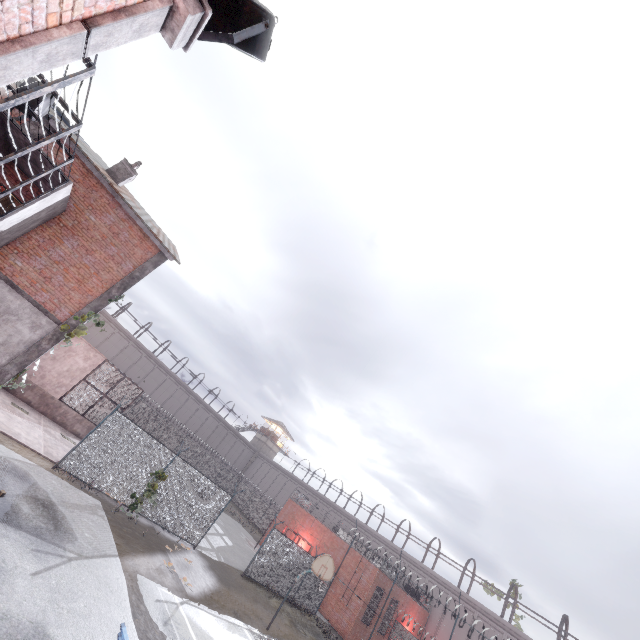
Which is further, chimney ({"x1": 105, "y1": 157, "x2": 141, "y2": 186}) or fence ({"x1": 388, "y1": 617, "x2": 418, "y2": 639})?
fence ({"x1": 388, "y1": 617, "x2": 418, "y2": 639})

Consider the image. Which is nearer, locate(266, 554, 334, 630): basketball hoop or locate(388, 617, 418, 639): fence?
locate(266, 554, 334, 630): basketball hoop

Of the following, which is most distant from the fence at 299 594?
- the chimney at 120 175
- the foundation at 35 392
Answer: the chimney at 120 175

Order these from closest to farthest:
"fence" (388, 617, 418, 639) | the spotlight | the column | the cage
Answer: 1. the spotlight
2. the cage
3. the column
4. "fence" (388, 617, 418, 639)

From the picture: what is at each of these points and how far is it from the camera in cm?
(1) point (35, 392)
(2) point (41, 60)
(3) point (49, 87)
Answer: (1) foundation, 1703
(2) trim, 286
(3) cage, 445

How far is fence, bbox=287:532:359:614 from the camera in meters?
20.8

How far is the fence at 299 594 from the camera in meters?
20.8

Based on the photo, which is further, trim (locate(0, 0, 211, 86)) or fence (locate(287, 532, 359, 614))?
fence (locate(287, 532, 359, 614))
